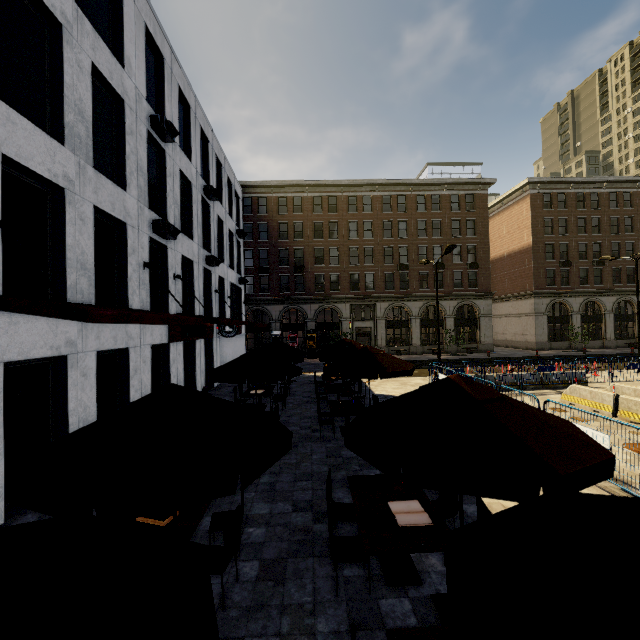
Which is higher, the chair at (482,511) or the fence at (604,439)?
the fence at (604,439)

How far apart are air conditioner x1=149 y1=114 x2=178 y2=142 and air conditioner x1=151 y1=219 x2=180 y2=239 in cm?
349

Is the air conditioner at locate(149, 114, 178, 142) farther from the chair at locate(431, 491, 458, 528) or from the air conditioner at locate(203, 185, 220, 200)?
the chair at locate(431, 491, 458, 528)

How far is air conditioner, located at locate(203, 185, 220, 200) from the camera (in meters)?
18.02

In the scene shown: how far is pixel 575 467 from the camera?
2.8m

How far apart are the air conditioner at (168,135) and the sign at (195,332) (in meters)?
7.15

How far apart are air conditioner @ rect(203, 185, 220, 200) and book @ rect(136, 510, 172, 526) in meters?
16.9

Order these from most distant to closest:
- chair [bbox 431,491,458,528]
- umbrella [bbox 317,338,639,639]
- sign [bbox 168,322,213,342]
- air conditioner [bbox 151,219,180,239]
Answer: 1. sign [bbox 168,322,213,342]
2. air conditioner [bbox 151,219,180,239]
3. chair [bbox 431,491,458,528]
4. umbrella [bbox 317,338,639,639]
